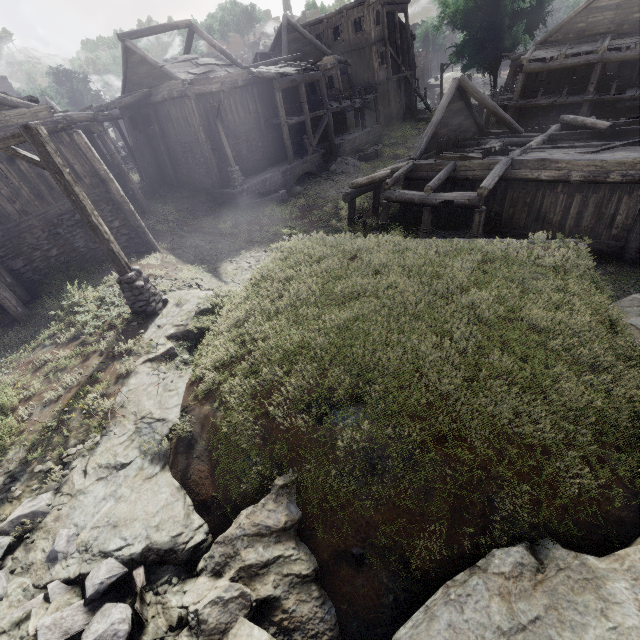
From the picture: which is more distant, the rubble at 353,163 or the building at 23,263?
the rubble at 353,163

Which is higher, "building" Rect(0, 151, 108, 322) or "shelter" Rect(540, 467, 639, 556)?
"building" Rect(0, 151, 108, 322)

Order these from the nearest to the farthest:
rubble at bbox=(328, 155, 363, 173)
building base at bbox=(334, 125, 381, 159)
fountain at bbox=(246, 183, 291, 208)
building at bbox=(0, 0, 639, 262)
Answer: building at bbox=(0, 0, 639, 262)
fountain at bbox=(246, 183, 291, 208)
rubble at bbox=(328, 155, 363, 173)
building base at bbox=(334, 125, 381, 159)

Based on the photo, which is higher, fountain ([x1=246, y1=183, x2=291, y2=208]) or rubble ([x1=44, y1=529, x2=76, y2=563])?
rubble ([x1=44, y1=529, x2=76, y2=563])

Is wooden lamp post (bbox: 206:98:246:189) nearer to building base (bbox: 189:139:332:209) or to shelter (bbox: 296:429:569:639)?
building base (bbox: 189:139:332:209)

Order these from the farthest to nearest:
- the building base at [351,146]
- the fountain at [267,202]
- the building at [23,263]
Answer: the building base at [351,146], the fountain at [267,202], the building at [23,263]

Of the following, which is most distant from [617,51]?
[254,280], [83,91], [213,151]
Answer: [83,91]

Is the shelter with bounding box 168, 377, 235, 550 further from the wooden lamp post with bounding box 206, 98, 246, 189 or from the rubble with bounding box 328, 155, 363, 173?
the rubble with bounding box 328, 155, 363, 173
